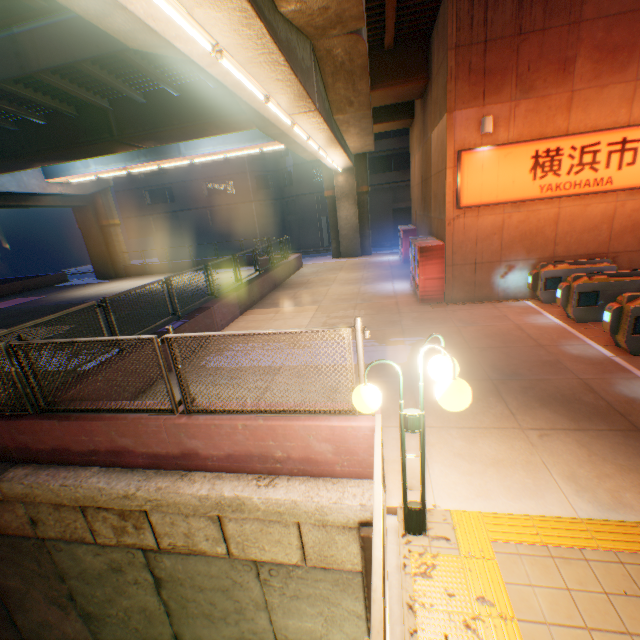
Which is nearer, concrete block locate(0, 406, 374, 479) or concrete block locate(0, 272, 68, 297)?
concrete block locate(0, 406, 374, 479)

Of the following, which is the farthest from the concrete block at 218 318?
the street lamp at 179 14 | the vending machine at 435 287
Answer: the vending machine at 435 287

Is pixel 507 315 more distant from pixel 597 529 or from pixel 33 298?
pixel 33 298

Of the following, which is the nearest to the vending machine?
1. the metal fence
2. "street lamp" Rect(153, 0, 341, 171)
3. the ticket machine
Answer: the ticket machine

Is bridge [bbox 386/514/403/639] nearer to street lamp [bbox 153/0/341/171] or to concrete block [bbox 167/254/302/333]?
concrete block [bbox 167/254/302/333]

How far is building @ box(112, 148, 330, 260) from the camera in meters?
34.6 m

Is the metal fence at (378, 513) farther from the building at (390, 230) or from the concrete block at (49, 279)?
the building at (390, 230)

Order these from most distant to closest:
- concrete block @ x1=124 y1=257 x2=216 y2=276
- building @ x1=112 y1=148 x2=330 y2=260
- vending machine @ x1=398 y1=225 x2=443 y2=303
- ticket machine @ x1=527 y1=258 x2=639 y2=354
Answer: building @ x1=112 y1=148 x2=330 y2=260
concrete block @ x1=124 y1=257 x2=216 y2=276
vending machine @ x1=398 y1=225 x2=443 y2=303
ticket machine @ x1=527 y1=258 x2=639 y2=354
